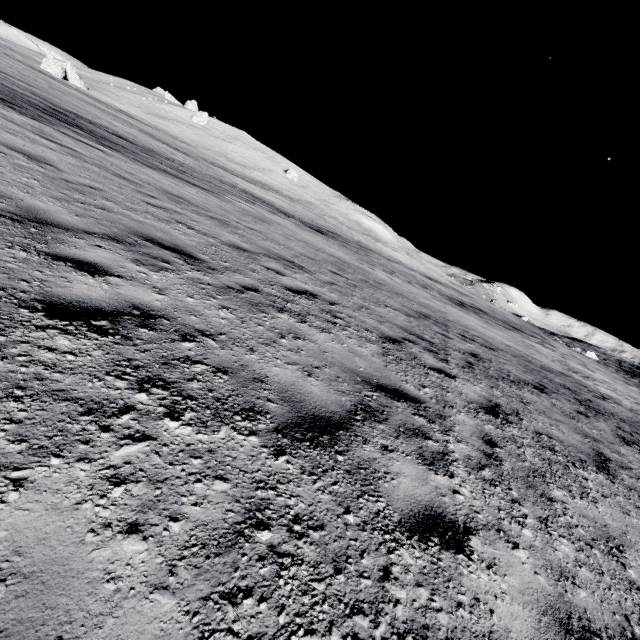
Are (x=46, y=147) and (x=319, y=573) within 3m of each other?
no
